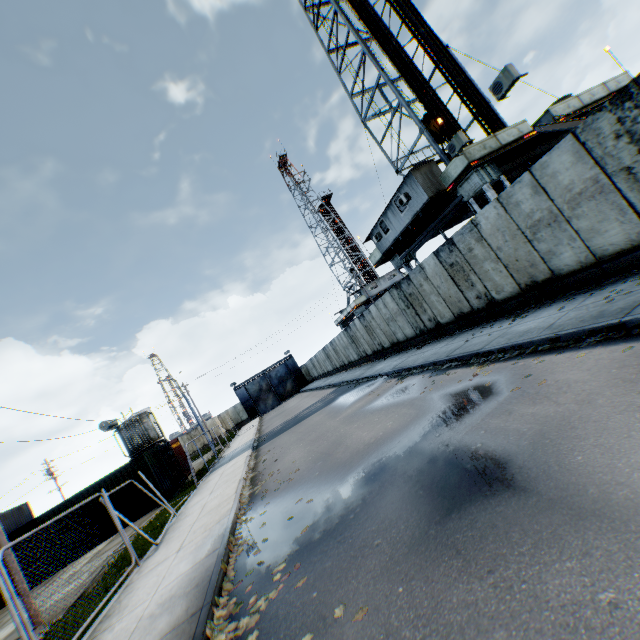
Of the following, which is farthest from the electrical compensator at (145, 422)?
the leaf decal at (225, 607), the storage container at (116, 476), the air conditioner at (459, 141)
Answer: the air conditioner at (459, 141)

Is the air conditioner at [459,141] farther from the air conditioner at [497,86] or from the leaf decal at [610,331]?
the leaf decal at [610,331]

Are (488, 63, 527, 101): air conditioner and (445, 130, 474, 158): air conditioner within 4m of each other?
yes

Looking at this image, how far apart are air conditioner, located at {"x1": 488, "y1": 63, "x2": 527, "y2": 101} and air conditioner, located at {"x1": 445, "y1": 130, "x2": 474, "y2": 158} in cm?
183

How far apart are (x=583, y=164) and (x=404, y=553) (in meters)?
8.72

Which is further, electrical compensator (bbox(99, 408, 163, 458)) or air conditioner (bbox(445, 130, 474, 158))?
electrical compensator (bbox(99, 408, 163, 458))

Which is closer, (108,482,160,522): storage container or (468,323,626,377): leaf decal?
(468,323,626,377): leaf decal

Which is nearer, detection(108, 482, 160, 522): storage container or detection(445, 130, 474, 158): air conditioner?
detection(445, 130, 474, 158): air conditioner
